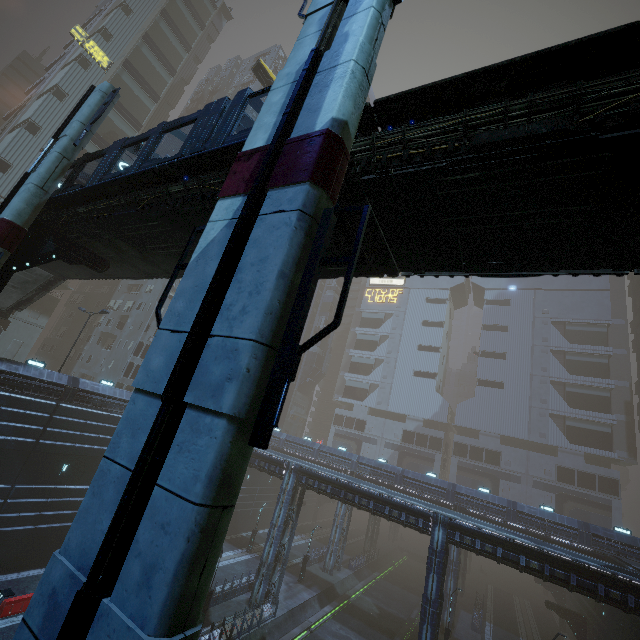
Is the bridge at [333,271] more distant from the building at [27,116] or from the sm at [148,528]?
the building at [27,116]

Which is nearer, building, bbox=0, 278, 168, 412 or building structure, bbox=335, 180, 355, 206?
building structure, bbox=335, 180, 355, 206

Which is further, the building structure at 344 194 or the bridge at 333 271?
the bridge at 333 271

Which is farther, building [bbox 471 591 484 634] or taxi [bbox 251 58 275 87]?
building [bbox 471 591 484 634]

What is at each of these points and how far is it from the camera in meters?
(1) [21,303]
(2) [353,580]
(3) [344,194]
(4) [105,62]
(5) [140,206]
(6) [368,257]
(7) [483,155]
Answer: (1) stairs, 24.7 m
(2) train rail, 41.2 m
(3) building structure, 7.3 m
(4) sign, 43.9 m
(5) bridge, 10.9 m
(6) building structure, 8.7 m
(7) bridge, 5.8 m

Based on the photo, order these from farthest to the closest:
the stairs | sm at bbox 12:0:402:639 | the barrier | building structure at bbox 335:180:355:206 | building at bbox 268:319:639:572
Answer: building at bbox 268:319:639:572
the stairs
the barrier
building structure at bbox 335:180:355:206
sm at bbox 12:0:402:639

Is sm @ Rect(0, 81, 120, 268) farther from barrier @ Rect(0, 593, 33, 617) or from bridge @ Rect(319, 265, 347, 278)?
barrier @ Rect(0, 593, 33, 617)

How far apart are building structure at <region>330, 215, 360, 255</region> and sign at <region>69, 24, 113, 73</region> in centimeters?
5582cm
